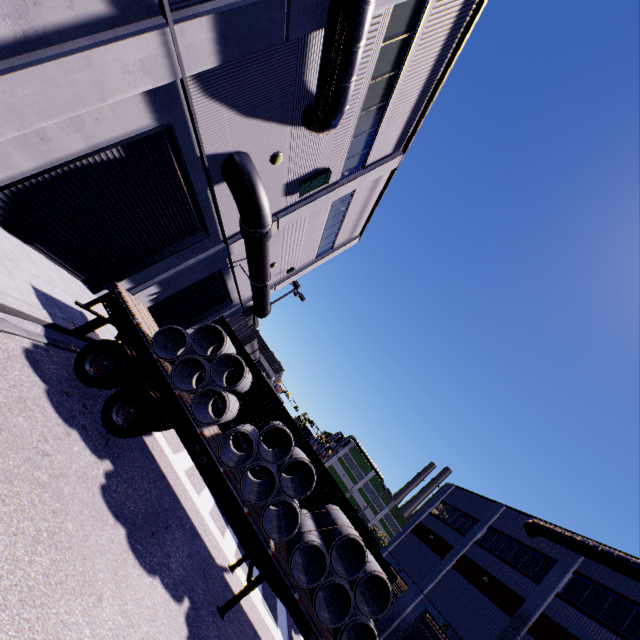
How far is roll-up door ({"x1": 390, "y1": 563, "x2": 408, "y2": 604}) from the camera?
27.3m

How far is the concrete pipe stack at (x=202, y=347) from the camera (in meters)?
7.41

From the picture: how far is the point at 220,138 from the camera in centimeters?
863cm

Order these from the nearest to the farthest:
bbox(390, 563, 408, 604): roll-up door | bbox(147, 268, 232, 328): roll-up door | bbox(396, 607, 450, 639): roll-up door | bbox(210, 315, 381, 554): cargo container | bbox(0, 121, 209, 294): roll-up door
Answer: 1. bbox(0, 121, 209, 294): roll-up door
2. bbox(210, 315, 381, 554): cargo container
3. bbox(147, 268, 232, 328): roll-up door
4. bbox(396, 607, 450, 639): roll-up door
5. bbox(390, 563, 408, 604): roll-up door

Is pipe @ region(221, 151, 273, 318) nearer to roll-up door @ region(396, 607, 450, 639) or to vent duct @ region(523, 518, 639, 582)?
roll-up door @ region(396, 607, 450, 639)

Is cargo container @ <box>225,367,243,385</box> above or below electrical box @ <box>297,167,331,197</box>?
below

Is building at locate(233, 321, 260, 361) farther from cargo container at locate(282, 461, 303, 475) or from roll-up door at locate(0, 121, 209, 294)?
cargo container at locate(282, 461, 303, 475)

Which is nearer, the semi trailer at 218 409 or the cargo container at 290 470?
the cargo container at 290 470
